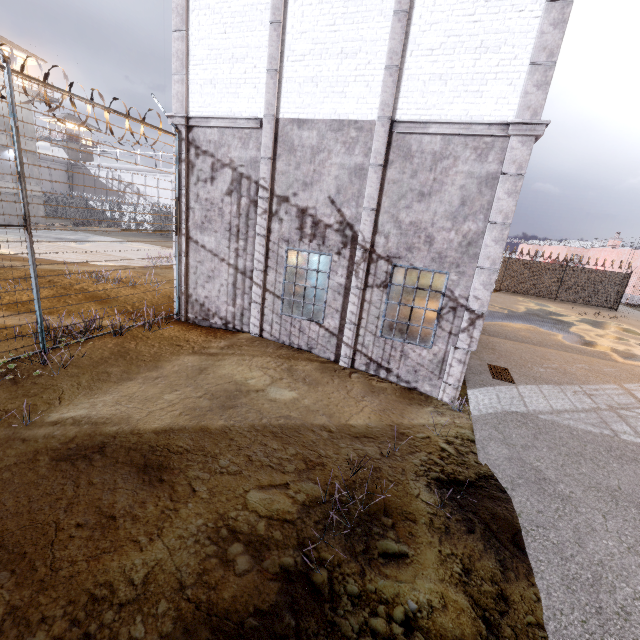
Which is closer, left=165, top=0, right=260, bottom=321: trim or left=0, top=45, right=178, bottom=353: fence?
left=0, top=45, right=178, bottom=353: fence

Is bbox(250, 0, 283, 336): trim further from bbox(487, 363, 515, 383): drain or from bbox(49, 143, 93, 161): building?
bbox(49, 143, 93, 161): building

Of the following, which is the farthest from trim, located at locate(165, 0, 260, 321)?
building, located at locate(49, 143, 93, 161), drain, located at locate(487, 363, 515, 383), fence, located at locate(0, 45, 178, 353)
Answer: building, located at locate(49, 143, 93, 161)

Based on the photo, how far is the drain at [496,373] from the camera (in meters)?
8.91

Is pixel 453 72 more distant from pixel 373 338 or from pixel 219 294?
pixel 219 294

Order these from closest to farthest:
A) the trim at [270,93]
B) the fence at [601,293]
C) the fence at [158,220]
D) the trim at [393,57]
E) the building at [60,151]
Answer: the fence at [158,220]
the trim at [393,57]
the trim at [270,93]
the fence at [601,293]
the building at [60,151]

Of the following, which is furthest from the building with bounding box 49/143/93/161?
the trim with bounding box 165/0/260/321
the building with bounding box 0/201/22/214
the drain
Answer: the drain

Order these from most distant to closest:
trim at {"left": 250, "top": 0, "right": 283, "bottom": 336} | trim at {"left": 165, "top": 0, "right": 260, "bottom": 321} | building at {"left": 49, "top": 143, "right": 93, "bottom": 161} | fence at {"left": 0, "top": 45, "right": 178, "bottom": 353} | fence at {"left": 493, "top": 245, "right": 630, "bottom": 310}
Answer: building at {"left": 49, "top": 143, "right": 93, "bottom": 161} < fence at {"left": 493, "top": 245, "right": 630, "bottom": 310} < trim at {"left": 165, "top": 0, "right": 260, "bottom": 321} < trim at {"left": 250, "top": 0, "right": 283, "bottom": 336} < fence at {"left": 0, "top": 45, "right": 178, "bottom": 353}
